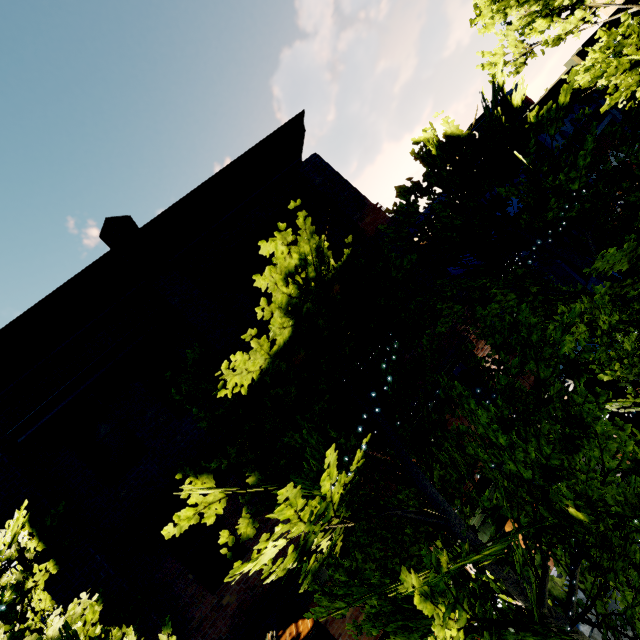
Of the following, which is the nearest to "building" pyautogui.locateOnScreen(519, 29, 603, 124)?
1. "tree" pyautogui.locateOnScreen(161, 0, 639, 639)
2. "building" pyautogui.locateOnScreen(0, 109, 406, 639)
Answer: "tree" pyautogui.locateOnScreen(161, 0, 639, 639)

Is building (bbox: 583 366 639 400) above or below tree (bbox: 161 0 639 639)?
below

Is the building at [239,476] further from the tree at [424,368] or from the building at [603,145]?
the building at [603,145]

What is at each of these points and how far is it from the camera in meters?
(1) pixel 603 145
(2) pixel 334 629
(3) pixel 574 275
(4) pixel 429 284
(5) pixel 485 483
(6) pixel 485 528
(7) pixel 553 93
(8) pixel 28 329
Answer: (1) building, 13.7 m
(2) building, 6.6 m
(3) building, 10.4 m
(4) building, 8.8 m
(5) building, 7.7 m
(6) building, 7.7 m
(7) building, 14.0 m
(8) building, 6.7 m

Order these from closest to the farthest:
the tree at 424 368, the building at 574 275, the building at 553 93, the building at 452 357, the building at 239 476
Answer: the tree at 424 368
the building at 239 476
the building at 452 357
the building at 574 275
the building at 553 93

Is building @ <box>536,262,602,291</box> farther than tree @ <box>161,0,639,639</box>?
Yes

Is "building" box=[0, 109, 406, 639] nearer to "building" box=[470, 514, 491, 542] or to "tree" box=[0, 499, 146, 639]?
"tree" box=[0, 499, 146, 639]
